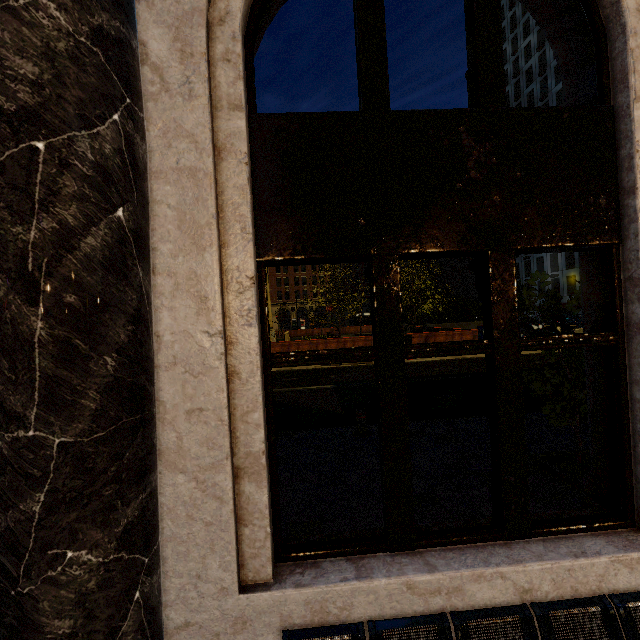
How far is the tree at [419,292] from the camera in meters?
23.9

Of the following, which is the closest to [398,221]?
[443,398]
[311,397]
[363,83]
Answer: [363,83]

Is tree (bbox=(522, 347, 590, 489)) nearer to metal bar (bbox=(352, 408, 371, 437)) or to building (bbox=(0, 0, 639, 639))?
building (bbox=(0, 0, 639, 639))

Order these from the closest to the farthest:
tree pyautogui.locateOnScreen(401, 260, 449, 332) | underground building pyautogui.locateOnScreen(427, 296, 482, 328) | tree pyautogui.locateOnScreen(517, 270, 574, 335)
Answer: tree pyautogui.locateOnScreen(517, 270, 574, 335)
tree pyautogui.locateOnScreen(401, 260, 449, 332)
underground building pyautogui.locateOnScreen(427, 296, 482, 328)

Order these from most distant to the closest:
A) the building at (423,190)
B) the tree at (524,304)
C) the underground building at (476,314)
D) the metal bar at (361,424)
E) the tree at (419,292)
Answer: the underground building at (476,314), the tree at (419,292), the metal bar at (361,424), the tree at (524,304), the building at (423,190)

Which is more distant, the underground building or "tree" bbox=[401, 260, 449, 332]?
the underground building

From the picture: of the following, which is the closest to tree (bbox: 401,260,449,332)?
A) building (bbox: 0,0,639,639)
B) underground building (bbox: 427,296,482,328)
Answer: underground building (bbox: 427,296,482,328)
